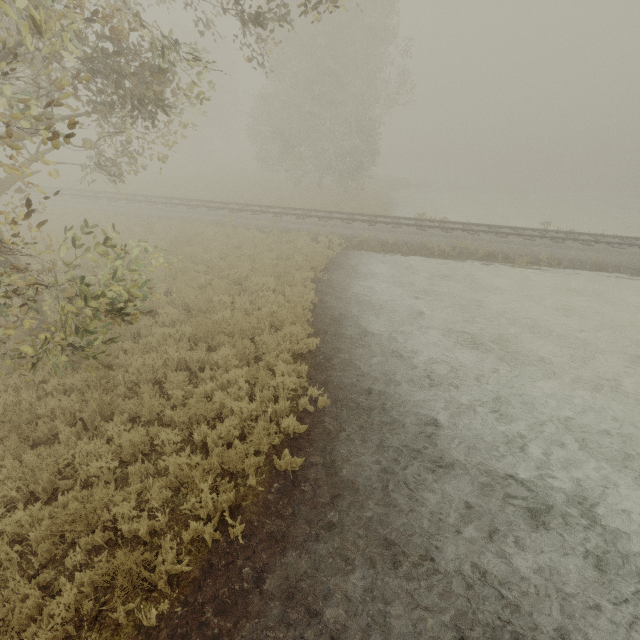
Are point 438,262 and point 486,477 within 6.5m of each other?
no
